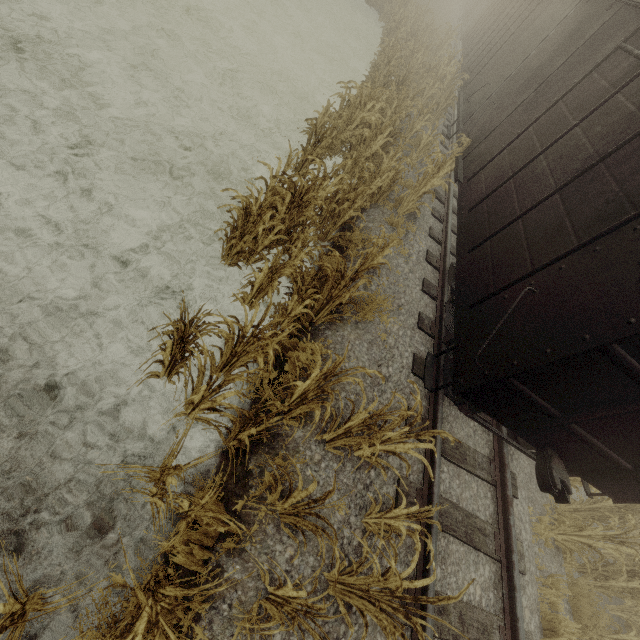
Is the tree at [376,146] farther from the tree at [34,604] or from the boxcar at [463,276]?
the tree at [34,604]

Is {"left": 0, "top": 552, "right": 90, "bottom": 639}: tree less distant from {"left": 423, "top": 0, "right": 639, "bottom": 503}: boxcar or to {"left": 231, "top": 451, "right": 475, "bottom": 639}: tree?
{"left": 231, "top": 451, "right": 475, "bottom": 639}: tree

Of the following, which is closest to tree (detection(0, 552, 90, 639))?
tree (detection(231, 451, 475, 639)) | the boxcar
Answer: tree (detection(231, 451, 475, 639))

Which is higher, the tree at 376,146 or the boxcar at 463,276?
the boxcar at 463,276

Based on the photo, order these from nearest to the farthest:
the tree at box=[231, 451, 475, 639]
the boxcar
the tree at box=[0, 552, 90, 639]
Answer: the tree at box=[0, 552, 90, 639] → the tree at box=[231, 451, 475, 639] → the boxcar

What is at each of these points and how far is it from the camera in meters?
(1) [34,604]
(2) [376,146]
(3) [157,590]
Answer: (1) tree, 2.1
(2) tree, 7.8
(3) tree, 2.9

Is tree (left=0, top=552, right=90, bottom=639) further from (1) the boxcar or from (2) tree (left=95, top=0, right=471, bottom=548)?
(2) tree (left=95, top=0, right=471, bottom=548)

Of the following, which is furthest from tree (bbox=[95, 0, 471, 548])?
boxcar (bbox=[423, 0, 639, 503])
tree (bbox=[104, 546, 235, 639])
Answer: tree (bbox=[104, 546, 235, 639])
